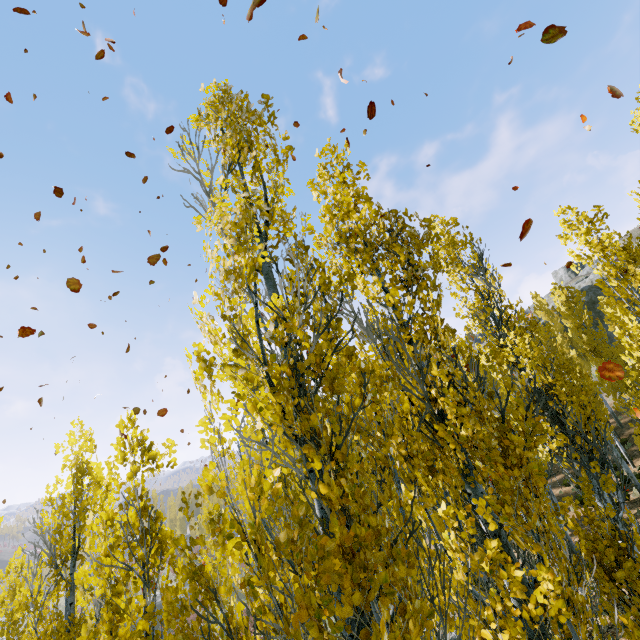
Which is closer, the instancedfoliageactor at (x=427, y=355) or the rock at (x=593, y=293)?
the instancedfoliageactor at (x=427, y=355)

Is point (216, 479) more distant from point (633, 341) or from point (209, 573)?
point (209, 573)

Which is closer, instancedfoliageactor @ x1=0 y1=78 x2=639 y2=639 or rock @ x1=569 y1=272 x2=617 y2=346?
instancedfoliageactor @ x1=0 y1=78 x2=639 y2=639

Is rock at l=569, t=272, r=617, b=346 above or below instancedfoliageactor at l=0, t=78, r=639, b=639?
above

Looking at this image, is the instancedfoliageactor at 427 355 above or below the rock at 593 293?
below

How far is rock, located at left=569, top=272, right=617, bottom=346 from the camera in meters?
40.3 m
